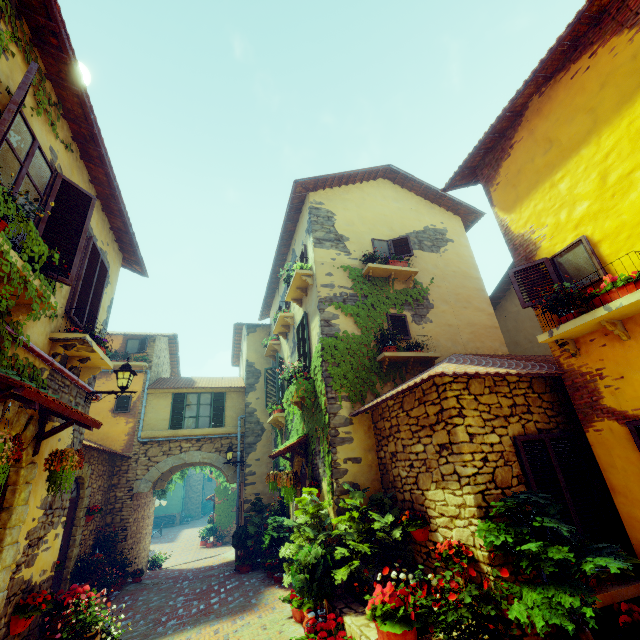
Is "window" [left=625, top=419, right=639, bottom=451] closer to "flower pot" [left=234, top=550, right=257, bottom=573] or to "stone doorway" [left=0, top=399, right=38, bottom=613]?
"stone doorway" [left=0, top=399, right=38, bottom=613]

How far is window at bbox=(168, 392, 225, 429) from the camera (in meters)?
13.39

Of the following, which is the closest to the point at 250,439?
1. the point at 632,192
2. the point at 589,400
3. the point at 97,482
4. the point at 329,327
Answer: the point at 97,482

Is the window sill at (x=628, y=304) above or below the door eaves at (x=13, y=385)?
above

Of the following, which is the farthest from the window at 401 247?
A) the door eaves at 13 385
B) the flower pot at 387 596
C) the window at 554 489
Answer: the flower pot at 387 596

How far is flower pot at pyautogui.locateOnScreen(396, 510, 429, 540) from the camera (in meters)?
4.91

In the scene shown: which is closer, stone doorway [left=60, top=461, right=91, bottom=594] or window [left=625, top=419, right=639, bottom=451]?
window [left=625, top=419, right=639, bottom=451]

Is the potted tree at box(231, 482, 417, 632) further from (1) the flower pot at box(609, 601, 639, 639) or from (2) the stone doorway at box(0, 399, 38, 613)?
(2) the stone doorway at box(0, 399, 38, 613)
